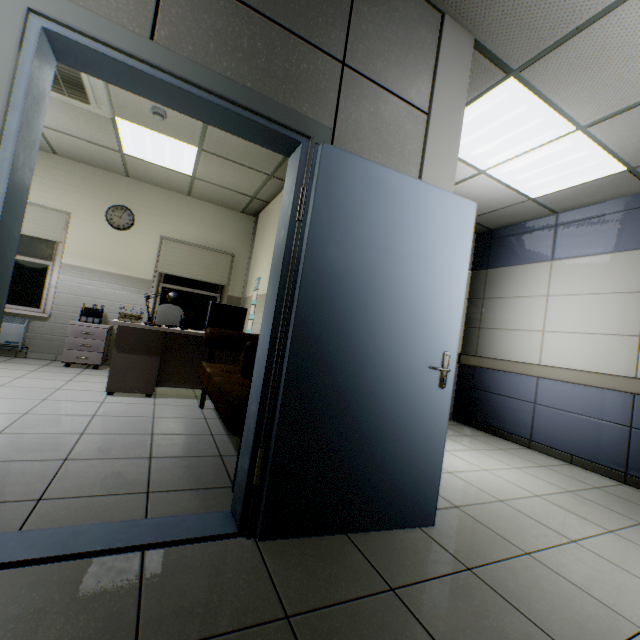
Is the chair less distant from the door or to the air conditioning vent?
the air conditioning vent

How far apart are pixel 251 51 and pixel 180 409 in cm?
334

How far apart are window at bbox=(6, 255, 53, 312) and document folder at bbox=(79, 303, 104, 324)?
0.6 meters

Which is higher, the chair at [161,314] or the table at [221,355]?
the chair at [161,314]

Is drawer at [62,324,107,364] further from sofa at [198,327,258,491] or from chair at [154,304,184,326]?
sofa at [198,327,258,491]

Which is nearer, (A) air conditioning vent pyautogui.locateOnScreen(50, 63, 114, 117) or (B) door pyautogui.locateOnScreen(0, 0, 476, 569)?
(B) door pyautogui.locateOnScreen(0, 0, 476, 569)

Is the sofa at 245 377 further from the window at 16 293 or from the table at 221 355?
the window at 16 293

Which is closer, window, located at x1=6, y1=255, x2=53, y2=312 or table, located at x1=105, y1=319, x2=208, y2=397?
table, located at x1=105, y1=319, x2=208, y2=397
